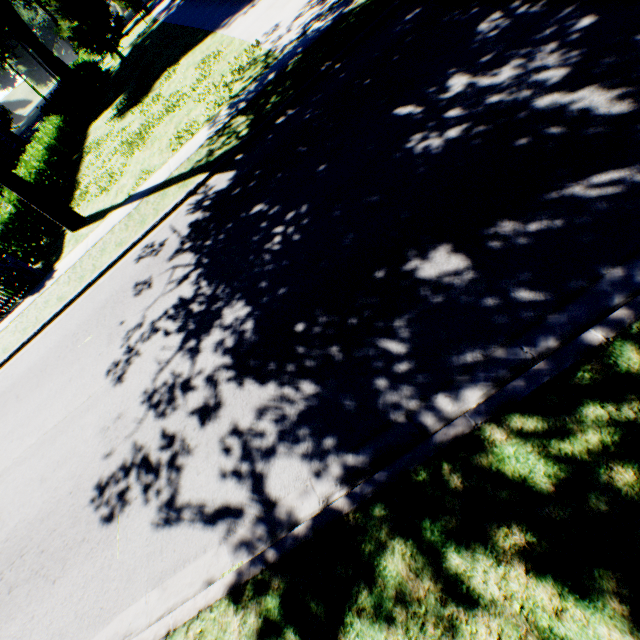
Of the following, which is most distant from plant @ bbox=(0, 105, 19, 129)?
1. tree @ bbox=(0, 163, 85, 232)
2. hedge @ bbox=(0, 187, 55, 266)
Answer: hedge @ bbox=(0, 187, 55, 266)

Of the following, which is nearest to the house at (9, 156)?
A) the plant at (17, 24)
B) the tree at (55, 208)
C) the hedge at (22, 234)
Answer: the hedge at (22, 234)

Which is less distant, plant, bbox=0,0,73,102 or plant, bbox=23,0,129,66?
plant, bbox=0,0,73,102

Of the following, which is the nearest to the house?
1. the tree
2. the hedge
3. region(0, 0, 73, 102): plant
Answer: the hedge

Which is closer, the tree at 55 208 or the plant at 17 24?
the tree at 55 208

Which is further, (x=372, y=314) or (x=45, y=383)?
(x=45, y=383)

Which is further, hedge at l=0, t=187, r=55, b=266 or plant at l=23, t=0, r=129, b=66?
plant at l=23, t=0, r=129, b=66
